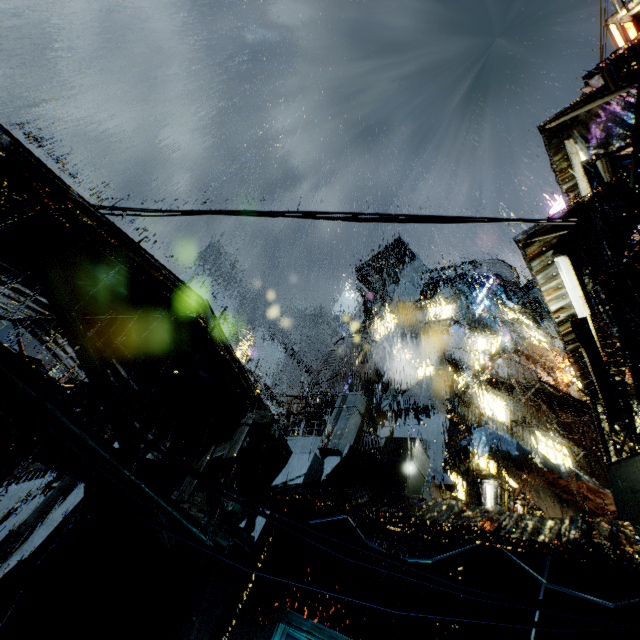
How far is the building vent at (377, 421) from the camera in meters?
20.1

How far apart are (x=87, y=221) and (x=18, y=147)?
1.0m

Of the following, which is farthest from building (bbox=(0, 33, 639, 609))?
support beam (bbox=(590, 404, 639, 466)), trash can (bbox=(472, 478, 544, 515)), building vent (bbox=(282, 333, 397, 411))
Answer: trash can (bbox=(472, 478, 544, 515))

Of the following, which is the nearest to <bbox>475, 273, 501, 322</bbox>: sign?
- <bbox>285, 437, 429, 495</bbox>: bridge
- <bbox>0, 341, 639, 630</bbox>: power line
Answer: <bbox>285, 437, 429, 495</bbox>: bridge

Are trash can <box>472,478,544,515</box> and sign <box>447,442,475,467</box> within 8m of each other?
no

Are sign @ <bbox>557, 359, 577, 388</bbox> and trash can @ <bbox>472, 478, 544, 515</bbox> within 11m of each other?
no

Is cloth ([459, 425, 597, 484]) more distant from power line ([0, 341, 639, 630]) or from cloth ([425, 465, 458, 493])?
power line ([0, 341, 639, 630])

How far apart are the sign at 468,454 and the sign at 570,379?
10.9 meters
